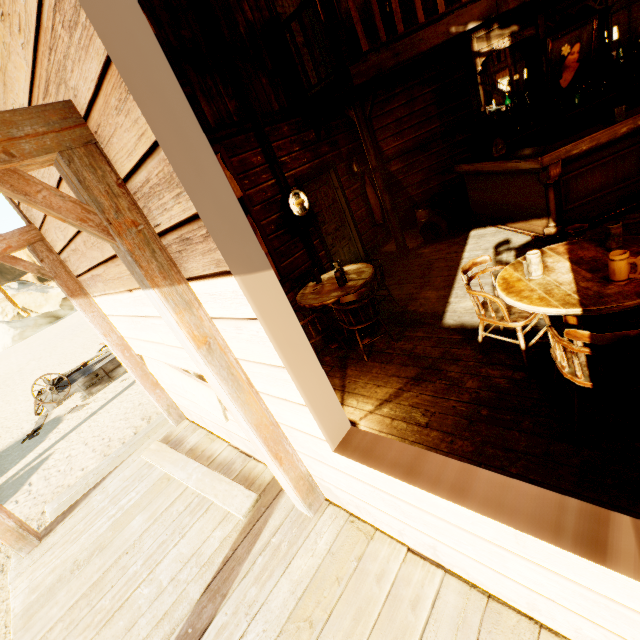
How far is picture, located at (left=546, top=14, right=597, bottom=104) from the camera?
5.1m

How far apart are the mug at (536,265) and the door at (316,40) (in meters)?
5.19

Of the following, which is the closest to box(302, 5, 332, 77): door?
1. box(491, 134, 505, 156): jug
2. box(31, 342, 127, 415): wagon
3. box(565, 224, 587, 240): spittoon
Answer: box(491, 134, 505, 156): jug

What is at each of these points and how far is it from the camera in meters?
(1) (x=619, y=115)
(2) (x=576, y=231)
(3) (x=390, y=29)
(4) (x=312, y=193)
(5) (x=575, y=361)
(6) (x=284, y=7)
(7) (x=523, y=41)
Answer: (1) mug, 3.9 m
(2) spittoon, 3.9 m
(3) door, 6.3 m
(4) door, 6.2 m
(5) chair, 1.9 m
(6) door, 5.6 m
(7) bar, 5.2 m

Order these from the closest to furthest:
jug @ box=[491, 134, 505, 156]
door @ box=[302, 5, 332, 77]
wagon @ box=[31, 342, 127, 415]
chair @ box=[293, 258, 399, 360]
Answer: chair @ box=[293, 258, 399, 360], jug @ box=[491, 134, 505, 156], door @ box=[302, 5, 332, 77], wagon @ box=[31, 342, 127, 415]

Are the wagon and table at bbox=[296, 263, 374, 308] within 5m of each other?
no

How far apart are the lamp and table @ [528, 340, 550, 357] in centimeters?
399cm

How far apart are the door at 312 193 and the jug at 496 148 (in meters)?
2.66
